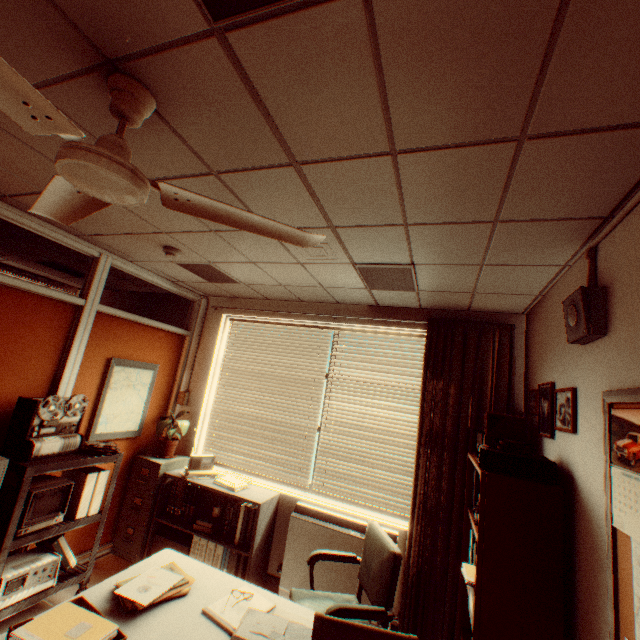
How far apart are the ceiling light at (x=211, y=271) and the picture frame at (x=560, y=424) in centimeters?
341cm

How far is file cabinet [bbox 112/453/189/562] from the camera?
3.92m

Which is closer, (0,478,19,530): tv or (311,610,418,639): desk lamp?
(311,610,418,639): desk lamp

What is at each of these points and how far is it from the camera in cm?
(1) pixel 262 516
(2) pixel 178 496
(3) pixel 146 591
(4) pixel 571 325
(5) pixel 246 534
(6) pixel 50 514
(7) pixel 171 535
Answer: (1) shelf, 362
(2) file holder, 412
(3) notebook, 189
(4) wall speaker, 198
(5) book, 365
(6) tv, 288
(7) paper box, 395

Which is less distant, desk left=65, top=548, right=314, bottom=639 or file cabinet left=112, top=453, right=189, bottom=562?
desk left=65, top=548, right=314, bottom=639

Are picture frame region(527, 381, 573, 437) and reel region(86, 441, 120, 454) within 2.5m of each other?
no

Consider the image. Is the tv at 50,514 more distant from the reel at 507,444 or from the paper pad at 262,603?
the reel at 507,444

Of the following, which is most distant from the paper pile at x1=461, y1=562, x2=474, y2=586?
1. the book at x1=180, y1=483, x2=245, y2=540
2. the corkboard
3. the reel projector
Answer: the reel projector
